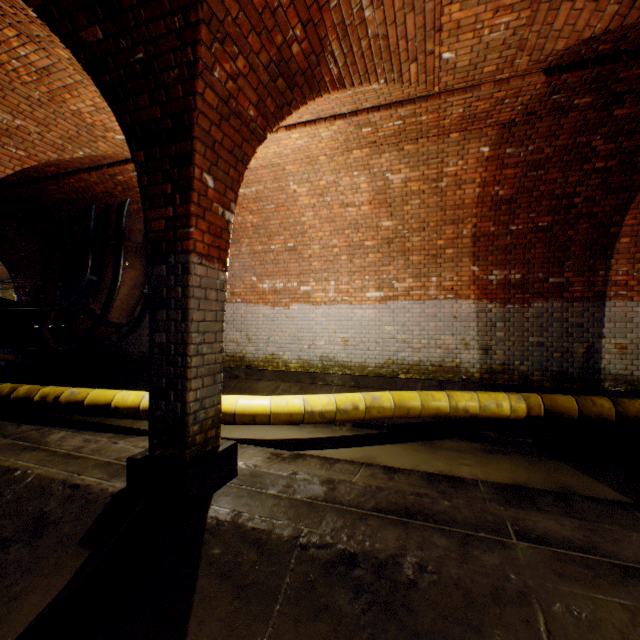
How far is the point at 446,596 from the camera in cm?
162

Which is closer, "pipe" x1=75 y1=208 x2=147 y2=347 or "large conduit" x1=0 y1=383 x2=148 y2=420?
"large conduit" x1=0 y1=383 x2=148 y2=420

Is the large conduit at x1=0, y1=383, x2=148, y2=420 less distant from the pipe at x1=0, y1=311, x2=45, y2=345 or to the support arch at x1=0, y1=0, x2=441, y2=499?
the pipe at x1=0, y1=311, x2=45, y2=345

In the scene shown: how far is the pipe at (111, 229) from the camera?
7.8m

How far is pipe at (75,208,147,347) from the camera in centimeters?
791cm

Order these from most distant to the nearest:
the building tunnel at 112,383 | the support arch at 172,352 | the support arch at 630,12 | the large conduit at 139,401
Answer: the building tunnel at 112,383 < the large conduit at 139,401 < the support arch at 630,12 < the support arch at 172,352

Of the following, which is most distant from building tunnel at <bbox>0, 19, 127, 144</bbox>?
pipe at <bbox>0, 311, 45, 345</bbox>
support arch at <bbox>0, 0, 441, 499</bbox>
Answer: pipe at <bbox>0, 311, 45, 345</bbox>
